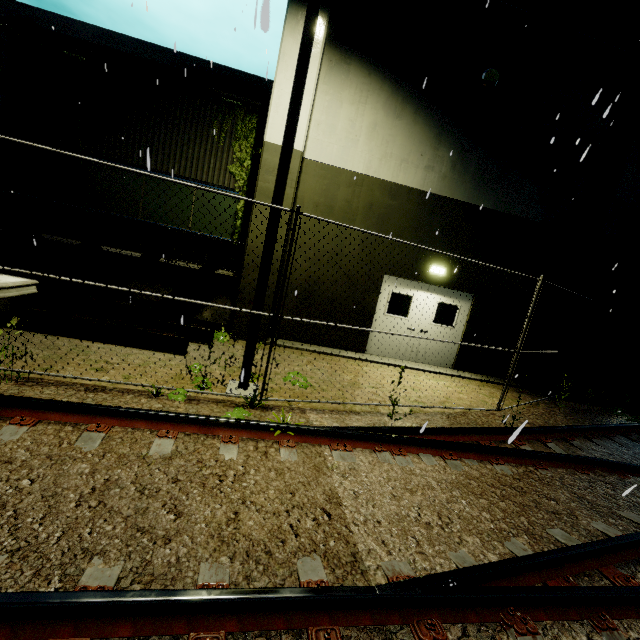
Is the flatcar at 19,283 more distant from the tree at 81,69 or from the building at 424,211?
the tree at 81,69

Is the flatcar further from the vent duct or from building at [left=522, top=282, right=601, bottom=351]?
the vent duct

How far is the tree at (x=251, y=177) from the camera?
9.55m

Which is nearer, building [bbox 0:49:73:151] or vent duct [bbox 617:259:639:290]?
building [bbox 0:49:73:151]

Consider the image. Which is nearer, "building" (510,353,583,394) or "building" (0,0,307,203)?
"building" (0,0,307,203)

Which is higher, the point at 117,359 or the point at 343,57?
the point at 343,57

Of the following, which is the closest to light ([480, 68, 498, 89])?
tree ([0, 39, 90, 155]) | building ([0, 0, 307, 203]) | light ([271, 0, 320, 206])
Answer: building ([0, 0, 307, 203])

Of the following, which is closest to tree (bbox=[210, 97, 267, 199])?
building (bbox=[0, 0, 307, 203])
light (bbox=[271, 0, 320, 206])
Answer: building (bbox=[0, 0, 307, 203])
